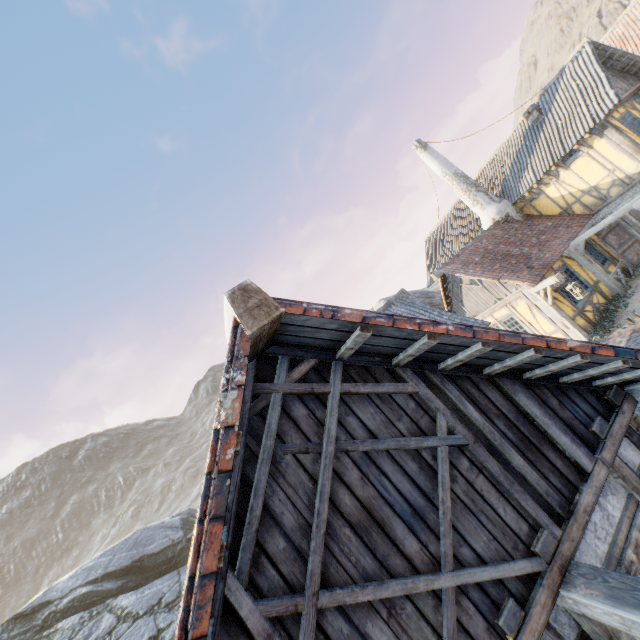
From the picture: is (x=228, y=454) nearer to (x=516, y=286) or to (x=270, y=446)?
(x=270, y=446)

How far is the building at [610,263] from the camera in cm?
1396

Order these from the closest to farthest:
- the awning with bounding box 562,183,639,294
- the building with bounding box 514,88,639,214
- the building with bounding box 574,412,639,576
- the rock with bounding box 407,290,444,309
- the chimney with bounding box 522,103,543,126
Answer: the building with bounding box 574,412,639,576 < the awning with bounding box 562,183,639,294 < the building with bounding box 514,88,639,214 < the chimney with bounding box 522,103,543,126 < the rock with bounding box 407,290,444,309

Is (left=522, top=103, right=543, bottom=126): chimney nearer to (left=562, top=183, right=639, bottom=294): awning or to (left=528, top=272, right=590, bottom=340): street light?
(left=562, top=183, right=639, bottom=294): awning

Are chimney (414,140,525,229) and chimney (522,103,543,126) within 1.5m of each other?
no

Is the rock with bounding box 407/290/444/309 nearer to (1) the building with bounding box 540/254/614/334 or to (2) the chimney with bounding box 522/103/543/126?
(1) the building with bounding box 540/254/614/334

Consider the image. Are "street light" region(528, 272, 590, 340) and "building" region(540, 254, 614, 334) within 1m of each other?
yes

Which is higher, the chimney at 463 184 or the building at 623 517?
the chimney at 463 184
